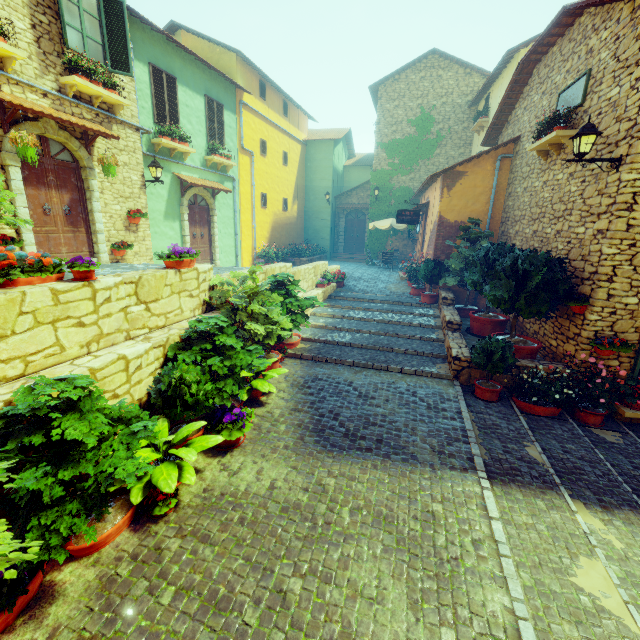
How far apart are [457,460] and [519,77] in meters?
11.6

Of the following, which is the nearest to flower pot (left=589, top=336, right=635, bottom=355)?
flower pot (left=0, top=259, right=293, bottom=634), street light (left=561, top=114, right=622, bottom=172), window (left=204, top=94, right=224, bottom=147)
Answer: street light (left=561, top=114, right=622, bottom=172)

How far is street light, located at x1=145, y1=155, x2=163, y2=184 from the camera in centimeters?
977cm

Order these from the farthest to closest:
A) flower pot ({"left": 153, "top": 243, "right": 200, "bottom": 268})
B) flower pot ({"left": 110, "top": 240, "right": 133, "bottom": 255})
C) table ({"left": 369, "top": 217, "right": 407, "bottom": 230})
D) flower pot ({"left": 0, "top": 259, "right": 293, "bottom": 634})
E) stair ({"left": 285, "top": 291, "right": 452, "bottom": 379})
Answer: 1. table ({"left": 369, "top": 217, "right": 407, "bottom": 230})
2. flower pot ({"left": 110, "top": 240, "right": 133, "bottom": 255})
3. stair ({"left": 285, "top": 291, "right": 452, "bottom": 379})
4. flower pot ({"left": 153, "top": 243, "right": 200, "bottom": 268})
5. flower pot ({"left": 0, "top": 259, "right": 293, "bottom": 634})

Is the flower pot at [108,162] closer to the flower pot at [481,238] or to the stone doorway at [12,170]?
the stone doorway at [12,170]

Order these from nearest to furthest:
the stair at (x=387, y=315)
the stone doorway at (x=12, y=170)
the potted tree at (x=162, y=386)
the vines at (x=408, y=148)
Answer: the potted tree at (x=162, y=386) → the stone doorway at (x=12, y=170) → the stair at (x=387, y=315) → the vines at (x=408, y=148)

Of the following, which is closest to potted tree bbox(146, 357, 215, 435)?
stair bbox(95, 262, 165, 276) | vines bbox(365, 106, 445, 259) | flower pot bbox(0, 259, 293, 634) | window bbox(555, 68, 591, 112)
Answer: flower pot bbox(0, 259, 293, 634)

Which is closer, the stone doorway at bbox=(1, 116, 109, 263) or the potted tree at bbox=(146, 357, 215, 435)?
the potted tree at bbox=(146, 357, 215, 435)
